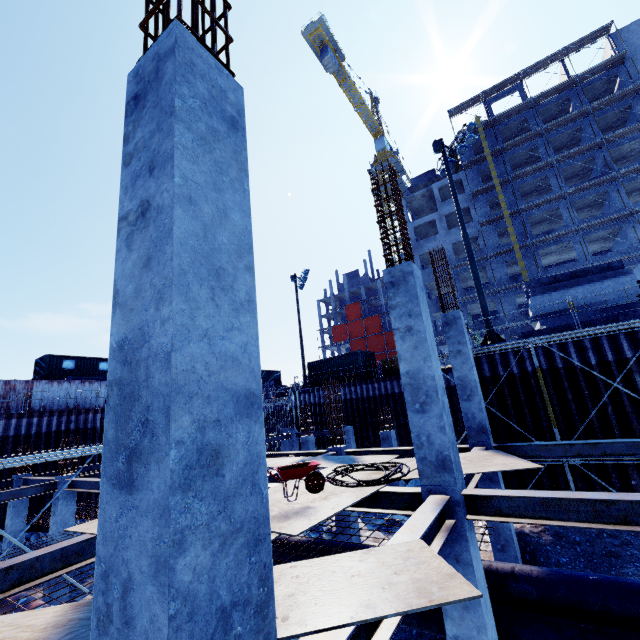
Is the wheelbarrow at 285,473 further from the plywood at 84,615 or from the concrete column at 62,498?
the concrete column at 62,498

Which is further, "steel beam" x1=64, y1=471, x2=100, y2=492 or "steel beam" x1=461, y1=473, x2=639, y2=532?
"steel beam" x1=64, y1=471, x2=100, y2=492

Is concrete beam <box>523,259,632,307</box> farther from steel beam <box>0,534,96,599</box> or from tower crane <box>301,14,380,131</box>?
tower crane <box>301,14,380,131</box>

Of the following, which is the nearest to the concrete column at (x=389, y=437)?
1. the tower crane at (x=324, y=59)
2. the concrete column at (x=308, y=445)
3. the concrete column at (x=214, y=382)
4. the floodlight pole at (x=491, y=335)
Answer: the concrete column at (x=308, y=445)

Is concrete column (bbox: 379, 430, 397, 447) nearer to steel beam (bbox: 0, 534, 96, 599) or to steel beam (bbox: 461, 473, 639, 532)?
steel beam (bbox: 0, 534, 96, 599)

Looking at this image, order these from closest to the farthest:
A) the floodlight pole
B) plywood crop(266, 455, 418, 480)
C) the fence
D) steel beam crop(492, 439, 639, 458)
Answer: plywood crop(266, 455, 418, 480), steel beam crop(492, 439, 639, 458), the floodlight pole, the fence

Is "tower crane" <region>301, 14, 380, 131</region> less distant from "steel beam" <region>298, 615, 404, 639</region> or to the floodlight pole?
the floodlight pole

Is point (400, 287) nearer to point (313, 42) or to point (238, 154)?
point (238, 154)
